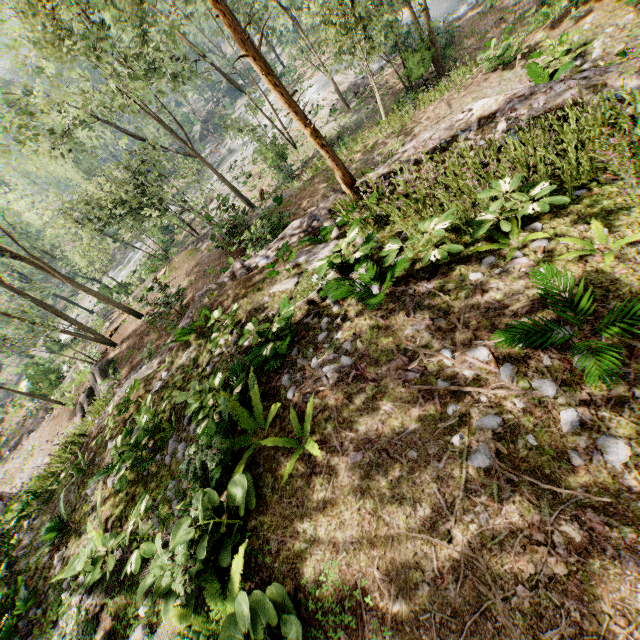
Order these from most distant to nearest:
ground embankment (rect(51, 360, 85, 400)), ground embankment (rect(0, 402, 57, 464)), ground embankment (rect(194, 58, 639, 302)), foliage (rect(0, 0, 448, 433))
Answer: ground embankment (rect(0, 402, 57, 464)) < ground embankment (rect(51, 360, 85, 400)) < foliage (rect(0, 0, 448, 433)) < ground embankment (rect(194, 58, 639, 302))

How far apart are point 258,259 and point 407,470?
8.2m

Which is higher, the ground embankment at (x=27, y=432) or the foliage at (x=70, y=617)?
the foliage at (x=70, y=617)

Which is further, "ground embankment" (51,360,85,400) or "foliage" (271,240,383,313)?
"ground embankment" (51,360,85,400)

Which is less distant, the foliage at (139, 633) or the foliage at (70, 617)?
the foliage at (139, 633)

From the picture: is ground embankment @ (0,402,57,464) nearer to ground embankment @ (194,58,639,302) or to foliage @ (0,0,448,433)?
foliage @ (0,0,448,433)

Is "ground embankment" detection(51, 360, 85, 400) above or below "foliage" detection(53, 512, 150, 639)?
below
